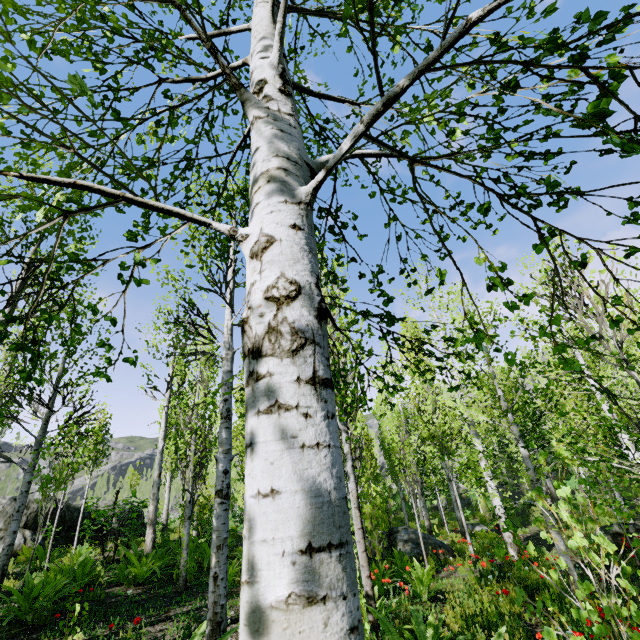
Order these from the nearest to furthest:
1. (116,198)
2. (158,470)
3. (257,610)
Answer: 1. (257,610)
2. (116,198)
3. (158,470)

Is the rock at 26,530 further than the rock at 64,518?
No

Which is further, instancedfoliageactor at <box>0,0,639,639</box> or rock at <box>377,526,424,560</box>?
rock at <box>377,526,424,560</box>

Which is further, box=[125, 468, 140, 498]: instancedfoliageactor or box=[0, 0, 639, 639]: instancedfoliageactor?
box=[125, 468, 140, 498]: instancedfoliageactor

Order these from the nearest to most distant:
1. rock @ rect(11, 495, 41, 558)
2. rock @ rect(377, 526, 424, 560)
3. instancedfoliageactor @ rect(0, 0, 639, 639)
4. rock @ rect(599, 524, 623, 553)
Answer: instancedfoliageactor @ rect(0, 0, 639, 639) → rock @ rect(377, 526, 424, 560) → rock @ rect(11, 495, 41, 558) → rock @ rect(599, 524, 623, 553)

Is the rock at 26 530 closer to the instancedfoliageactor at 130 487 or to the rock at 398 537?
the instancedfoliageactor at 130 487

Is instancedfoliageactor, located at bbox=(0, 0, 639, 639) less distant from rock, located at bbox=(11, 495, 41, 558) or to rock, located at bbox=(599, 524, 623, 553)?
rock, located at bbox=(11, 495, 41, 558)
